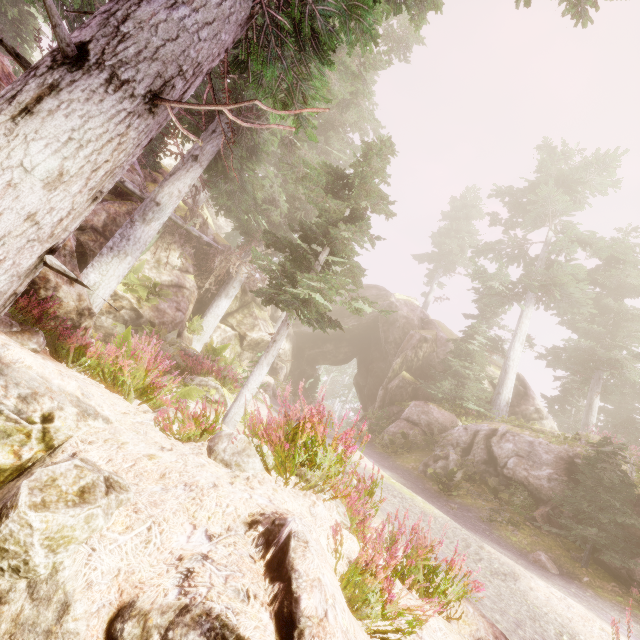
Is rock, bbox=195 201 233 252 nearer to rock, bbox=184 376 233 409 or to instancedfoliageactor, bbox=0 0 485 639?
instancedfoliageactor, bbox=0 0 485 639

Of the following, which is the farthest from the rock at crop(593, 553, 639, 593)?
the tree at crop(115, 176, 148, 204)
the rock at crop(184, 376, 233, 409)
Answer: the rock at crop(184, 376, 233, 409)

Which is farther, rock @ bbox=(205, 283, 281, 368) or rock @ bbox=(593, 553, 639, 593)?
rock @ bbox=(205, 283, 281, 368)

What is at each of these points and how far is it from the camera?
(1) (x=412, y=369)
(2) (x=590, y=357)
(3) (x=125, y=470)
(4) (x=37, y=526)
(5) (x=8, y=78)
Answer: (1) rock, 24.31m
(2) instancedfoliageactor, 21.62m
(3) rock, 3.07m
(4) instancedfoliageactor, 2.02m
(5) rock, 4.27m

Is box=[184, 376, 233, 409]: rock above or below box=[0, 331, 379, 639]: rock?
above

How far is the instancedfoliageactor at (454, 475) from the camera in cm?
1033

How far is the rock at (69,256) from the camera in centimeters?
536cm

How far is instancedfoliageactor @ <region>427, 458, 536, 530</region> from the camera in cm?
1033
